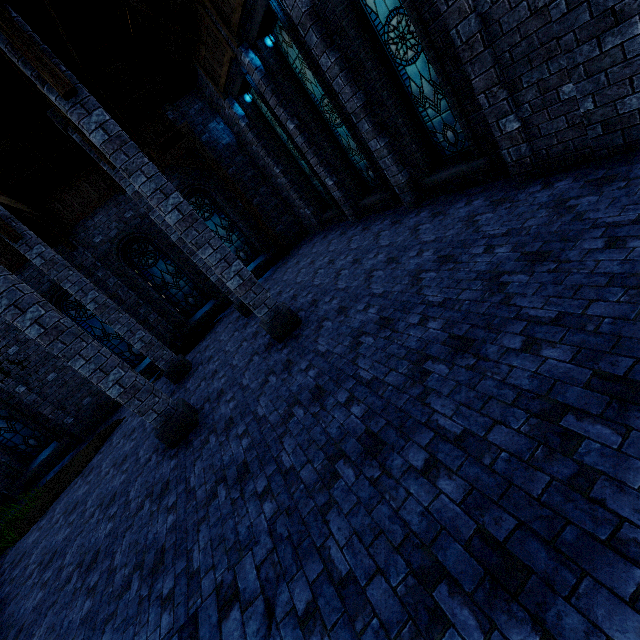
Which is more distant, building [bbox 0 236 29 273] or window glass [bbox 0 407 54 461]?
window glass [bbox 0 407 54 461]

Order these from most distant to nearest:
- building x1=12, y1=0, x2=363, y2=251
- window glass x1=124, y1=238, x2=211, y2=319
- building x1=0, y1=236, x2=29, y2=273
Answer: window glass x1=124, y1=238, x2=211, y2=319
building x1=0, y1=236, x2=29, y2=273
building x1=12, y1=0, x2=363, y2=251

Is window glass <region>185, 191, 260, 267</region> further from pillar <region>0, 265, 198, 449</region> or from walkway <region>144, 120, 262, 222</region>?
pillar <region>0, 265, 198, 449</region>

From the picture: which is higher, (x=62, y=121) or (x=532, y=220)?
(x=62, y=121)

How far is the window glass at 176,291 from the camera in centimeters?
1281cm

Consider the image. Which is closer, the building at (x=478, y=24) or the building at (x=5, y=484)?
the building at (x=478, y=24)

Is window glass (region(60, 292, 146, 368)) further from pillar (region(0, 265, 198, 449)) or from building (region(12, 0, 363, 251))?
pillar (region(0, 265, 198, 449))

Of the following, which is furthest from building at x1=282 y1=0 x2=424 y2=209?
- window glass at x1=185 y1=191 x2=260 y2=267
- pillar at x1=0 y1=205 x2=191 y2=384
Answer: window glass at x1=185 y1=191 x2=260 y2=267
